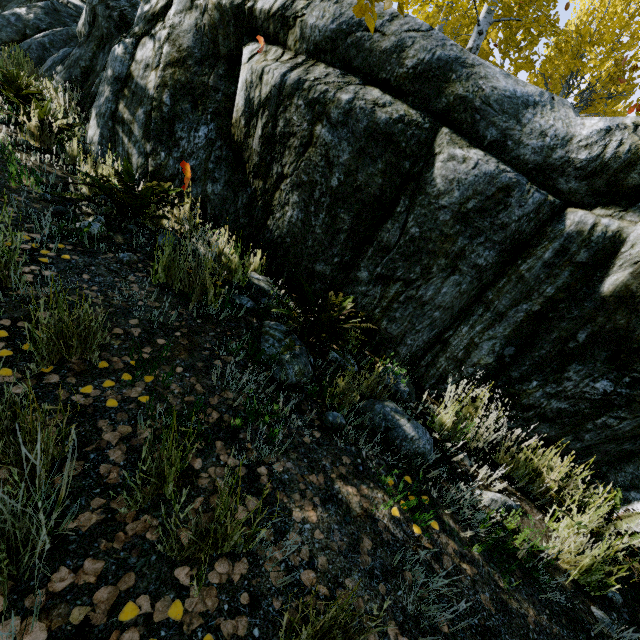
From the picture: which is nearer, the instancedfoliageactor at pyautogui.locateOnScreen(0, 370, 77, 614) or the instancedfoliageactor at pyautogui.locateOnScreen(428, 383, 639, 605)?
the instancedfoliageactor at pyautogui.locateOnScreen(0, 370, 77, 614)

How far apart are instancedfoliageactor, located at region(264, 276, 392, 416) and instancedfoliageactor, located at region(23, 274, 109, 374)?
1.10m

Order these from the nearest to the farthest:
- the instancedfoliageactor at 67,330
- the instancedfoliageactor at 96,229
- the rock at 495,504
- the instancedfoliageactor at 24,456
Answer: the instancedfoliageactor at 24,456 → the instancedfoliageactor at 67,330 → the rock at 495,504 → the instancedfoliageactor at 96,229

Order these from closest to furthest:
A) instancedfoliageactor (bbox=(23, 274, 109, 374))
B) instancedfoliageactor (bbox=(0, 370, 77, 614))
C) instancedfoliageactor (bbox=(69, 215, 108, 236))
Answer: instancedfoliageactor (bbox=(0, 370, 77, 614)) < instancedfoliageactor (bbox=(23, 274, 109, 374)) < instancedfoliageactor (bbox=(69, 215, 108, 236))

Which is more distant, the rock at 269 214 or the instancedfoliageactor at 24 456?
the rock at 269 214

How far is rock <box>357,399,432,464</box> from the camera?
2.19m

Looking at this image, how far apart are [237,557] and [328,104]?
3.2 meters

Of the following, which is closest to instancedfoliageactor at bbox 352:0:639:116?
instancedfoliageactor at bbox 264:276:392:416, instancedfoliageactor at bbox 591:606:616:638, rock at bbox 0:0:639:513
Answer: rock at bbox 0:0:639:513
